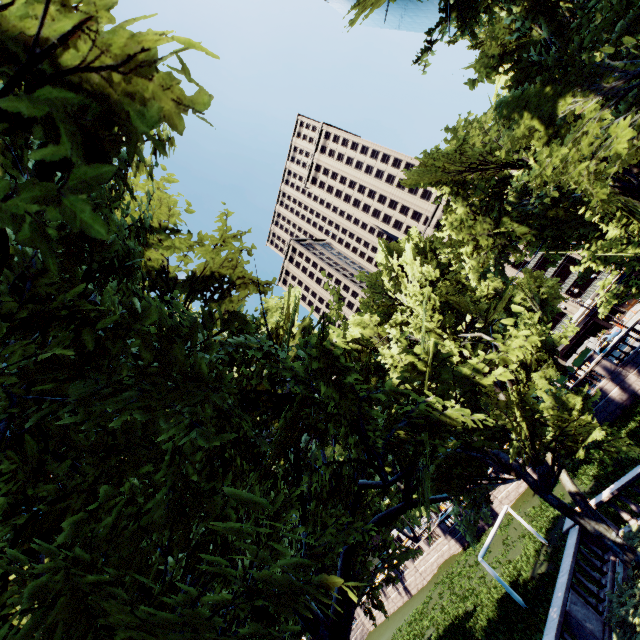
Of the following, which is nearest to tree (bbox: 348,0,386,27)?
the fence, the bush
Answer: the bush

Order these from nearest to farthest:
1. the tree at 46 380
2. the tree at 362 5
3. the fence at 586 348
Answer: the tree at 46 380
the tree at 362 5
the fence at 586 348

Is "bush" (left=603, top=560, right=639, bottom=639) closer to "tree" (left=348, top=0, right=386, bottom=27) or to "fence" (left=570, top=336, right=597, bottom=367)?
"tree" (left=348, top=0, right=386, bottom=27)

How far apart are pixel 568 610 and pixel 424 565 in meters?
44.3

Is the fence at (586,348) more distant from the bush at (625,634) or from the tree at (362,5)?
the bush at (625,634)

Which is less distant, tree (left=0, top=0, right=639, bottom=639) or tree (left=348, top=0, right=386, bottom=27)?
tree (left=0, top=0, right=639, bottom=639)

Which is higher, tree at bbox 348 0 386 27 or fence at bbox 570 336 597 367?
tree at bbox 348 0 386 27

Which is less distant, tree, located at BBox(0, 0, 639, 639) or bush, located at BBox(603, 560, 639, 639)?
tree, located at BBox(0, 0, 639, 639)
